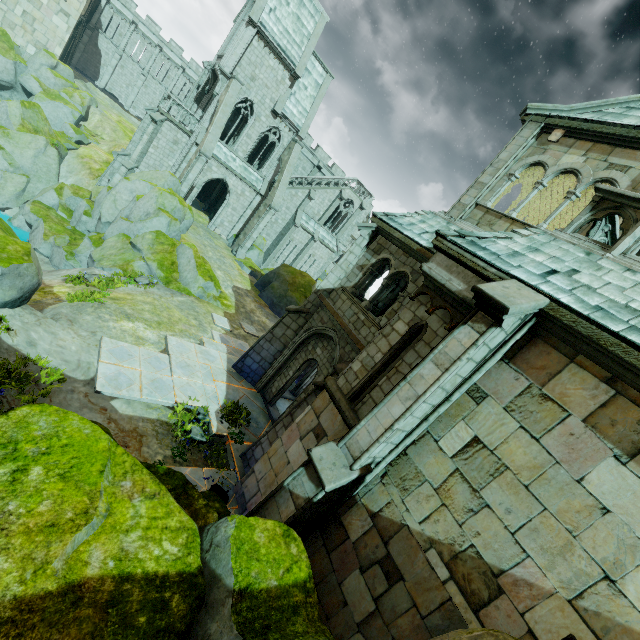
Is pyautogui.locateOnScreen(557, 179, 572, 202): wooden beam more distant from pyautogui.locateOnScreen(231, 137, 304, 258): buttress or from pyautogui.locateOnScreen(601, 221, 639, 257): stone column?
pyautogui.locateOnScreen(231, 137, 304, 258): buttress

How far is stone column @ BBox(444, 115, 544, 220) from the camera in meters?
10.3 m

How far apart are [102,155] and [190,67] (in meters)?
32.95

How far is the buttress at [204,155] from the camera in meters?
24.2

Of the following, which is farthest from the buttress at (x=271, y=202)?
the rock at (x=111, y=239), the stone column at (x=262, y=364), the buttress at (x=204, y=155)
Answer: the stone column at (x=262, y=364)

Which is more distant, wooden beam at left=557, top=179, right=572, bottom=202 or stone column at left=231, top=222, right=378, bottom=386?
Result: stone column at left=231, top=222, right=378, bottom=386

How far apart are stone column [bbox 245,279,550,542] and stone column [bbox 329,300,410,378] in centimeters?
154cm

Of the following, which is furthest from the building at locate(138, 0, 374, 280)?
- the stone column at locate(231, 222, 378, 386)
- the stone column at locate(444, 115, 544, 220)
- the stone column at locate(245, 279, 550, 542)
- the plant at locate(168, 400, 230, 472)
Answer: the stone column at locate(245, 279, 550, 542)
